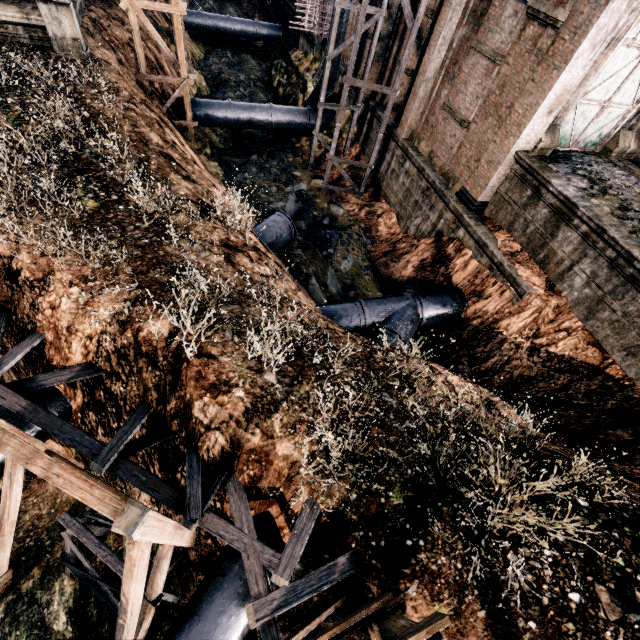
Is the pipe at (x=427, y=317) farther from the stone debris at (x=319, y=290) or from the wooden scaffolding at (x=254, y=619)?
the wooden scaffolding at (x=254, y=619)

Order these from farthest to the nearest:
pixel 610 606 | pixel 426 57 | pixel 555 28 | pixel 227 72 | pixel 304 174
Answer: pixel 227 72
pixel 304 174
pixel 426 57
pixel 555 28
pixel 610 606

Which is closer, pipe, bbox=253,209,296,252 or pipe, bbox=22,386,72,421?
pipe, bbox=22,386,72,421

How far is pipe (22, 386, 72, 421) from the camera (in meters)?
9.30

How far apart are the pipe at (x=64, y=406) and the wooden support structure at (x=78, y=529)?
1.8 meters

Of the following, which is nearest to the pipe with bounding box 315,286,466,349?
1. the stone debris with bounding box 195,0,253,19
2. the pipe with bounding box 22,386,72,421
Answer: the stone debris with bounding box 195,0,253,19

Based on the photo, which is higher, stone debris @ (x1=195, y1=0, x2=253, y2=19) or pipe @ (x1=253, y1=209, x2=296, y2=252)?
pipe @ (x1=253, y1=209, x2=296, y2=252)

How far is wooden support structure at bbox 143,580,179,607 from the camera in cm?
842
